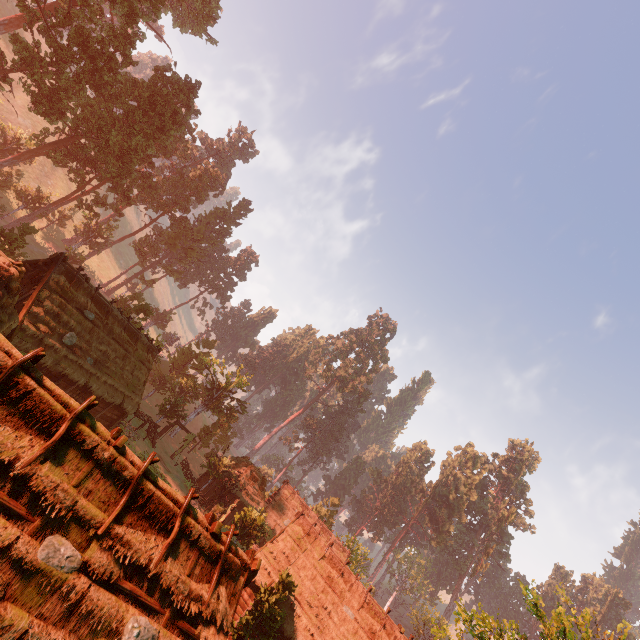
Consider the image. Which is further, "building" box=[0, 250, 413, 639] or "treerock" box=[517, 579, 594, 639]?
"treerock" box=[517, 579, 594, 639]

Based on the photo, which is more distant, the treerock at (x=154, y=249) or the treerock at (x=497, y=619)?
the treerock at (x=154, y=249)

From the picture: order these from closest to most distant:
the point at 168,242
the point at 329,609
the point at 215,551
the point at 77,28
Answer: the point at 215,551
the point at 329,609
the point at 77,28
the point at 168,242

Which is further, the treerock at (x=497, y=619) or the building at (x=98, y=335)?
the treerock at (x=497, y=619)

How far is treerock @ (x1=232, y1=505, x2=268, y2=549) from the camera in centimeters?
2745cm

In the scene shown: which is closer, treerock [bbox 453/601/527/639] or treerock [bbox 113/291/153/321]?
treerock [bbox 453/601/527/639]

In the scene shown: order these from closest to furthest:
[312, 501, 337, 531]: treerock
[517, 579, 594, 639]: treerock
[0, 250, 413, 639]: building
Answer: [0, 250, 413, 639]: building → [517, 579, 594, 639]: treerock → [312, 501, 337, 531]: treerock
